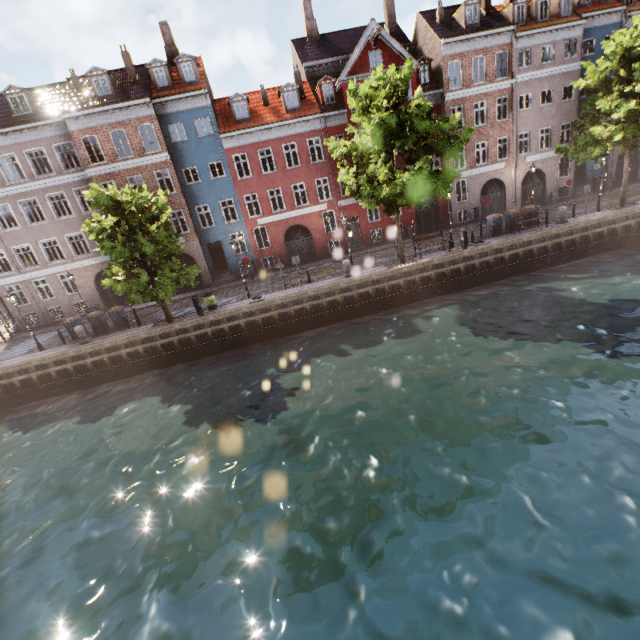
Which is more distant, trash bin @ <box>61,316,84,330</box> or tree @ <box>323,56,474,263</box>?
trash bin @ <box>61,316,84,330</box>

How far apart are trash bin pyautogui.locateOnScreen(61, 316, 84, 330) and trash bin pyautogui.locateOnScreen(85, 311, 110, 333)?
0.5 meters

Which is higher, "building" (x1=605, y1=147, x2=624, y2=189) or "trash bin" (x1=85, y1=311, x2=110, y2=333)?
"building" (x1=605, y1=147, x2=624, y2=189)

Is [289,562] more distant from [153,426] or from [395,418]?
[153,426]

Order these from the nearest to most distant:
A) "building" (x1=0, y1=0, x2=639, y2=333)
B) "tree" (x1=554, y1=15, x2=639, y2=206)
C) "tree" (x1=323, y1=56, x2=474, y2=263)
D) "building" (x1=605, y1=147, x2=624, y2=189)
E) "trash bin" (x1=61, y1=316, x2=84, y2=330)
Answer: "tree" (x1=323, y1=56, x2=474, y2=263) → "tree" (x1=554, y1=15, x2=639, y2=206) → "trash bin" (x1=61, y1=316, x2=84, y2=330) → "building" (x1=0, y1=0, x2=639, y2=333) → "building" (x1=605, y1=147, x2=624, y2=189)

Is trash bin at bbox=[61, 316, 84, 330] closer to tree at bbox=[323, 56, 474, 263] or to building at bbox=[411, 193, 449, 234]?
tree at bbox=[323, 56, 474, 263]

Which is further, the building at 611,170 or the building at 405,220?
the building at 611,170

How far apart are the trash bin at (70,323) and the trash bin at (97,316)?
0.5 meters
